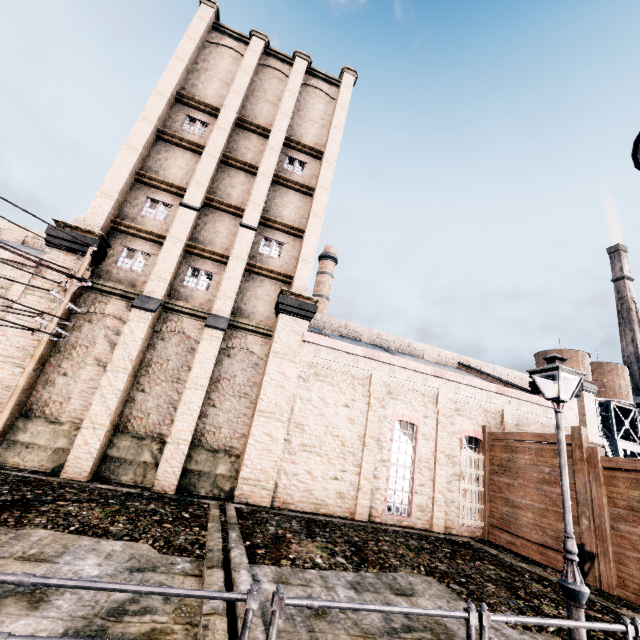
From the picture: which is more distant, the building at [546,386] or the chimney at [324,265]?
the chimney at [324,265]

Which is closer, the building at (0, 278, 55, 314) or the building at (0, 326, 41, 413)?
the building at (0, 326, 41, 413)

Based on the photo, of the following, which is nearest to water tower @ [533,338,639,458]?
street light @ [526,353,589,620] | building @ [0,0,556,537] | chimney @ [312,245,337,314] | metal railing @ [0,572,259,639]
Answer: building @ [0,0,556,537]

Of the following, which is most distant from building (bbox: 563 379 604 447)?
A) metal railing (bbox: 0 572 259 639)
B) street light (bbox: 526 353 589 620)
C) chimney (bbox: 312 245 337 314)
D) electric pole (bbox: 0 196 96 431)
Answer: chimney (bbox: 312 245 337 314)

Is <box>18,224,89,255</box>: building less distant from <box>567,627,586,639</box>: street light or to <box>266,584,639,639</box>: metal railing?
<box>567,627,586,639</box>: street light

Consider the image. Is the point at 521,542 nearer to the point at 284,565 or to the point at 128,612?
the point at 284,565

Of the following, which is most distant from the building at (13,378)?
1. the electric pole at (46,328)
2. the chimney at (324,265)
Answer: the chimney at (324,265)

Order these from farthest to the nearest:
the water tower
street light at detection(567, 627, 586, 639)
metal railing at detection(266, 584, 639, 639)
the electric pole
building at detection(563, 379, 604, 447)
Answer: the water tower, building at detection(563, 379, 604, 447), the electric pole, street light at detection(567, 627, 586, 639), metal railing at detection(266, 584, 639, 639)
